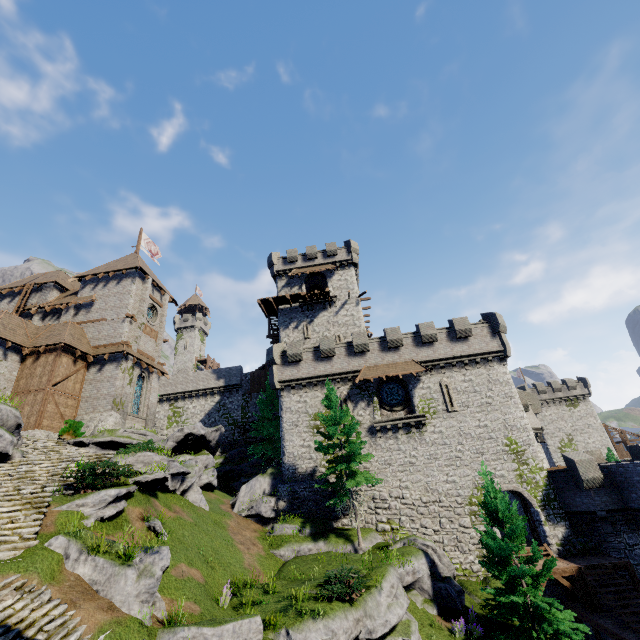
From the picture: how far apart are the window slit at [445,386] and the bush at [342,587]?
14.6m

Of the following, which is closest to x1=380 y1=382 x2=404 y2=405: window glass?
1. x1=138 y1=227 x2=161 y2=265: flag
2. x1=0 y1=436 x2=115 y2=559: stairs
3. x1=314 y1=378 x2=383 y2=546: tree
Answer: x1=314 y1=378 x2=383 y2=546: tree

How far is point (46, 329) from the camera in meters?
27.7 m

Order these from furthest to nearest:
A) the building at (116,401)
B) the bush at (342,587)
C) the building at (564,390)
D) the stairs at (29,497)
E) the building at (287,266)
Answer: A:
the building at (564,390)
the building at (287,266)
the building at (116,401)
the bush at (342,587)
the stairs at (29,497)

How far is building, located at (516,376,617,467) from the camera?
51.5 meters

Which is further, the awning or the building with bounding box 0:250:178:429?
the awning

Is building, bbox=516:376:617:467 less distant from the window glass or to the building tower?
the building tower

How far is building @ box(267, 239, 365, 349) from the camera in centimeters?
3641cm
